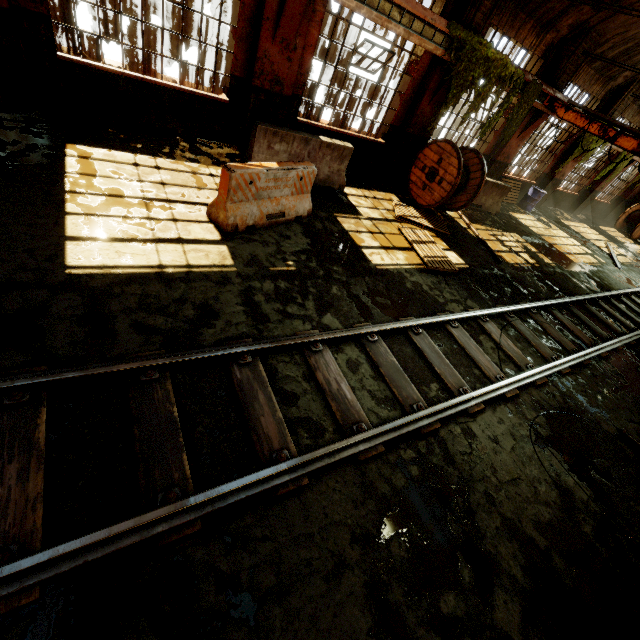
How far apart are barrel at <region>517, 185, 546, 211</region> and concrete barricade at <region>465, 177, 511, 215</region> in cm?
350

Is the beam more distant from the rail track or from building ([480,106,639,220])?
the rail track

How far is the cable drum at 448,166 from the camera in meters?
9.1 m

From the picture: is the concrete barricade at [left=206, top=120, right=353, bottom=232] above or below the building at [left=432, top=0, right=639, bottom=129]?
below

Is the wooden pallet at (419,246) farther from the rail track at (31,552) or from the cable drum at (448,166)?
the rail track at (31,552)

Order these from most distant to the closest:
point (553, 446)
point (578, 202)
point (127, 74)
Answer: point (578, 202) < point (127, 74) < point (553, 446)

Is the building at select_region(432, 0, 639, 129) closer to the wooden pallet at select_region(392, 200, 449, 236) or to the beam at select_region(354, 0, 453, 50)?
the beam at select_region(354, 0, 453, 50)

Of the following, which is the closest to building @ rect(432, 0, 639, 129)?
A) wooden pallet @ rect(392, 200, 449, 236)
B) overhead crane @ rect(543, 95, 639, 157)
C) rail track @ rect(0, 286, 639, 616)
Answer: overhead crane @ rect(543, 95, 639, 157)
